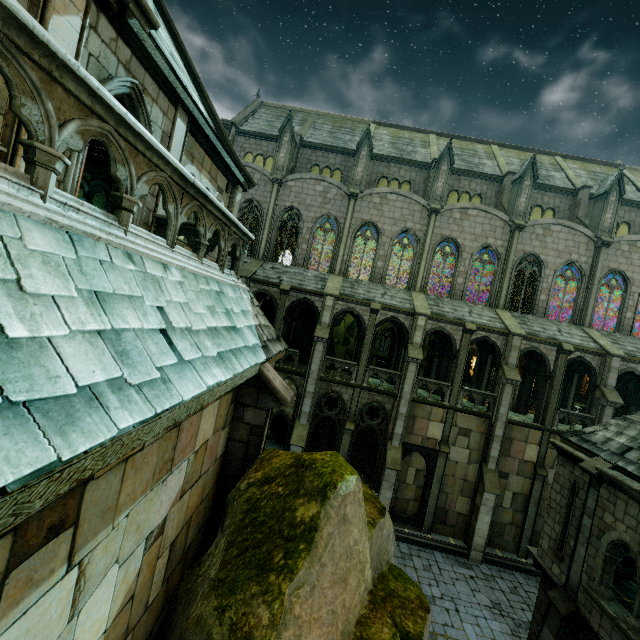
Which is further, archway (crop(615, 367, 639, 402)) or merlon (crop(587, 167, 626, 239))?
merlon (crop(587, 167, 626, 239))

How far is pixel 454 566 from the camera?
18.7 meters

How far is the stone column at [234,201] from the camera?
11.7m

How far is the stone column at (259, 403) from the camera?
6.1 meters

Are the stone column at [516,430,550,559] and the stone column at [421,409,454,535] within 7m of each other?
yes

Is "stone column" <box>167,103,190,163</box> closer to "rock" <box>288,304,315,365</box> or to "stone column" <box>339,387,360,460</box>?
"stone column" <box>339,387,360,460</box>

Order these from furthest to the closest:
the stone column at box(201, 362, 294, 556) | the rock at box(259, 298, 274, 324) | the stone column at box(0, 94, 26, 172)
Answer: the rock at box(259, 298, 274, 324) → the stone column at box(201, 362, 294, 556) → the stone column at box(0, 94, 26, 172)

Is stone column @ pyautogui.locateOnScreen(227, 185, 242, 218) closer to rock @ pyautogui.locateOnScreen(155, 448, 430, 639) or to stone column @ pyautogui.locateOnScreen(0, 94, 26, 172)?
stone column @ pyautogui.locateOnScreen(0, 94, 26, 172)
